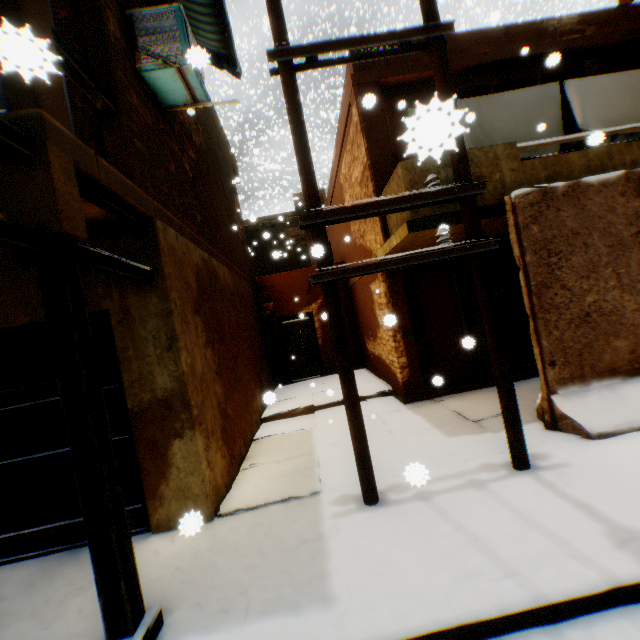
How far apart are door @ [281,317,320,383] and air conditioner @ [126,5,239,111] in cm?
757

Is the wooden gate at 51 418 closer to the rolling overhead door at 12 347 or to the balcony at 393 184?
the rolling overhead door at 12 347

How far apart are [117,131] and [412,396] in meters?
6.8

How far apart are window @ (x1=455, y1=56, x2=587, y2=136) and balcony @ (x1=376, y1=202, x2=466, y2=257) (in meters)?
1.15

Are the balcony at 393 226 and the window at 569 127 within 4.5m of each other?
yes

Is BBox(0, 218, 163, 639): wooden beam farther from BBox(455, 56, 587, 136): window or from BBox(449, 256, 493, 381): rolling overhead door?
BBox(455, 56, 587, 136): window

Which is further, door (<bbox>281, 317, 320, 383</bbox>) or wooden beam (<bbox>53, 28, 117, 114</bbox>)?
door (<bbox>281, 317, 320, 383</bbox>)

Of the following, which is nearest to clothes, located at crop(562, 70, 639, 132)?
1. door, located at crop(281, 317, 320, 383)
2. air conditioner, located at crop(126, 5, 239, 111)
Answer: air conditioner, located at crop(126, 5, 239, 111)
